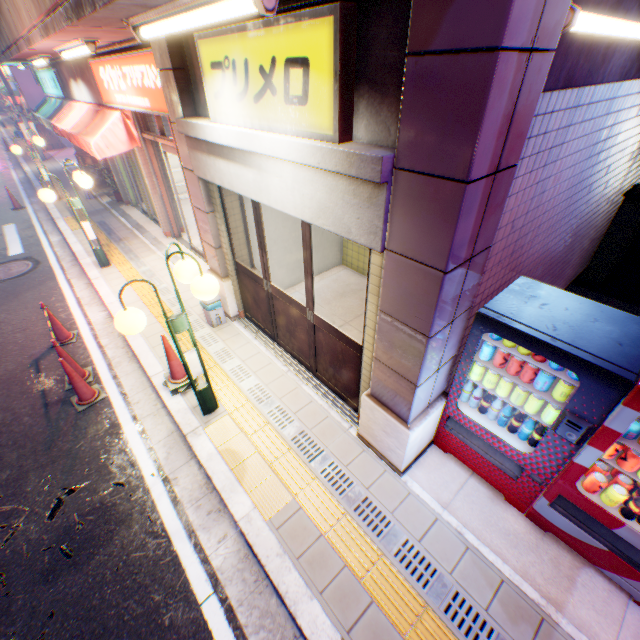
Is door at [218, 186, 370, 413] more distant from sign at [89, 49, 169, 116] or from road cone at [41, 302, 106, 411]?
road cone at [41, 302, 106, 411]

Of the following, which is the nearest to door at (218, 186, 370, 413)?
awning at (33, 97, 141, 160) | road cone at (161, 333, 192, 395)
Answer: road cone at (161, 333, 192, 395)

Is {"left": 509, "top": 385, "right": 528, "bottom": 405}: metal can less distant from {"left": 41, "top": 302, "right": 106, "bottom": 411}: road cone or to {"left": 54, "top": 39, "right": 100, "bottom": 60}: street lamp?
{"left": 41, "top": 302, "right": 106, "bottom": 411}: road cone

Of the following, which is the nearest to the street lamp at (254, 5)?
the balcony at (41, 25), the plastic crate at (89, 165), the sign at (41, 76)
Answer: the balcony at (41, 25)

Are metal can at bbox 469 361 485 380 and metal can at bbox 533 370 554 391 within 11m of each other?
yes

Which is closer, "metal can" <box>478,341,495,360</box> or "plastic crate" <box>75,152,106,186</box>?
"metal can" <box>478,341,495,360</box>

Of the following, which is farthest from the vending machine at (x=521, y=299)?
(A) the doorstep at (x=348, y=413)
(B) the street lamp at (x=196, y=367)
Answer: (B) the street lamp at (x=196, y=367)

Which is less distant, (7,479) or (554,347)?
(554,347)
